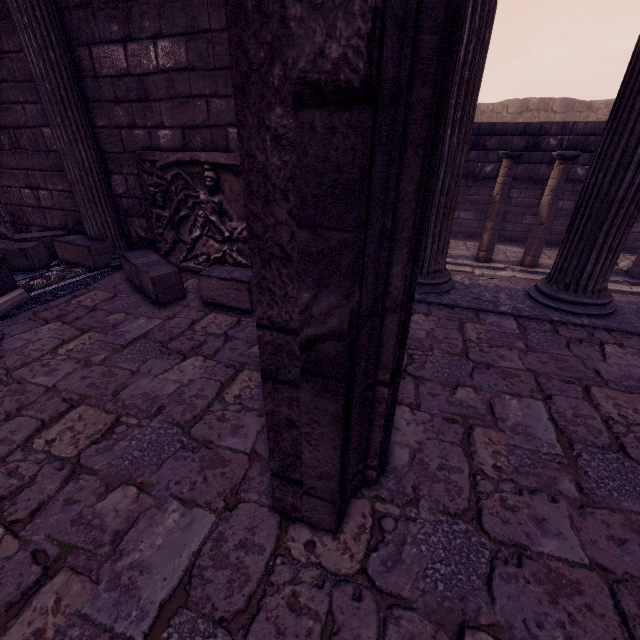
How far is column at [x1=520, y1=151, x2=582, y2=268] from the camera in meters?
6.8

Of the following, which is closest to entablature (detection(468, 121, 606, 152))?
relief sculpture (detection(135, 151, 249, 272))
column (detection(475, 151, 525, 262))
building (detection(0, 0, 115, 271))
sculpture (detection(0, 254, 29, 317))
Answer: column (detection(475, 151, 525, 262))

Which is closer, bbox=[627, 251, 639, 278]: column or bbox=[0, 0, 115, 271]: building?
bbox=[0, 0, 115, 271]: building

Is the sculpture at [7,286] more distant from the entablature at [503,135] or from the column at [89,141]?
the entablature at [503,135]

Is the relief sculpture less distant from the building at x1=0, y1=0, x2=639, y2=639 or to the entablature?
the building at x1=0, y1=0, x2=639, y2=639

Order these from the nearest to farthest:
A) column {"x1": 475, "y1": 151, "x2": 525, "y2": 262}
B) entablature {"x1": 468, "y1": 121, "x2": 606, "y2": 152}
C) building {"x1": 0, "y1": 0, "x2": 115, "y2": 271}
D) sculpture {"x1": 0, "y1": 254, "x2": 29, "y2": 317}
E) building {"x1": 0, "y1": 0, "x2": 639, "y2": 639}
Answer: building {"x1": 0, "y1": 0, "x2": 639, "y2": 639}
sculpture {"x1": 0, "y1": 254, "x2": 29, "y2": 317}
building {"x1": 0, "y1": 0, "x2": 115, "y2": 271}
entablature {"x1": 468, "y1": 121, "x2": 606, "y2": 152}
column {"x1": 475, "y1": 151, "x2": 525, "y2": 262}

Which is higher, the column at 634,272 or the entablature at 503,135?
the entablature at 503,135

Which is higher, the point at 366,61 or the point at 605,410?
the point at 366,61
